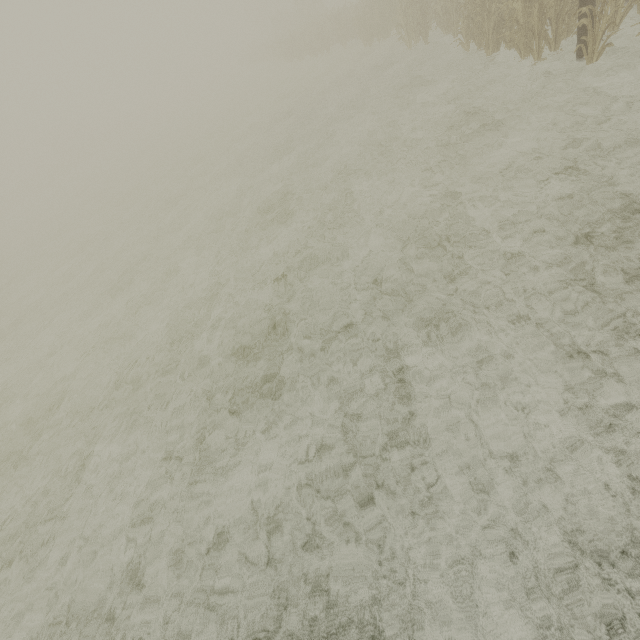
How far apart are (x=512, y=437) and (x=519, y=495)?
0.53m
